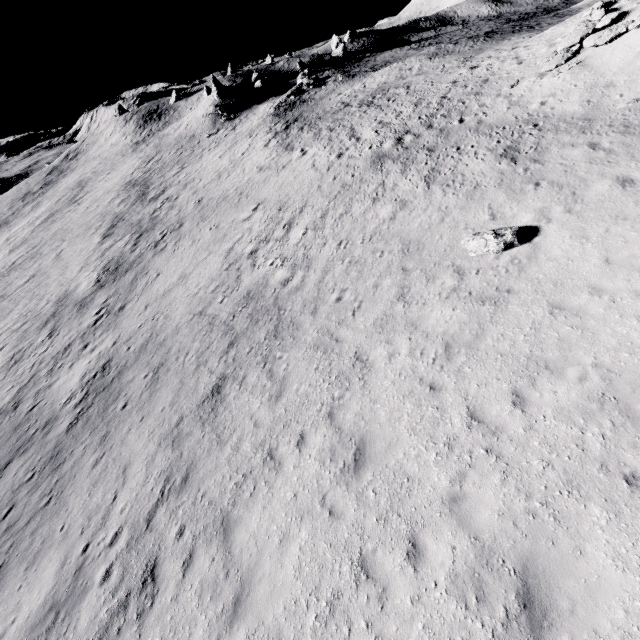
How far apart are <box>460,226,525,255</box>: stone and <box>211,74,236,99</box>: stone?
54.91m

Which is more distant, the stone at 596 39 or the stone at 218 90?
the stone at 218 90

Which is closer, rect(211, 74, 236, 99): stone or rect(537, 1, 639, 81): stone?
rect(537, 1, 639, 81): stone

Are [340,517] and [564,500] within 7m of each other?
yes

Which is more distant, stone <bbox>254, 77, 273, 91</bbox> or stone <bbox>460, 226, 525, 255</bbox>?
stone <bbox>254, 77, 273, 91</bbox>

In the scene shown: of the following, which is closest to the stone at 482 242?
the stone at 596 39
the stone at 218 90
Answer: the stone at 596 39

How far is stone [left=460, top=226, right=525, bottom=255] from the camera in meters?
11.3

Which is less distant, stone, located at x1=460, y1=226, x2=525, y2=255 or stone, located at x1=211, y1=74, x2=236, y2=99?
stone, located at x1=460, y1=226, x2=525, y2=255
